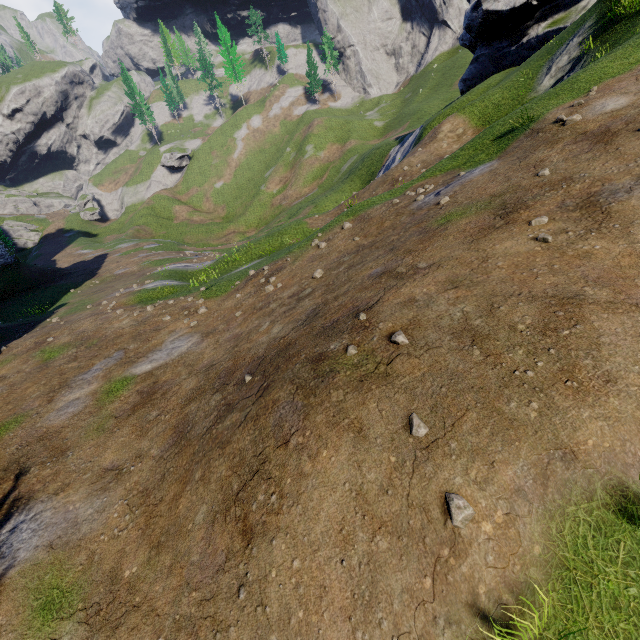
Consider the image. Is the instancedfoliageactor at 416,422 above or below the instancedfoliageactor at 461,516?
above

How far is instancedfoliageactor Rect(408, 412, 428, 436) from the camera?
3.3m

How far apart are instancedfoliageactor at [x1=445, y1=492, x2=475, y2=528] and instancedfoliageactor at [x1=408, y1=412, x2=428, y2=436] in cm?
55

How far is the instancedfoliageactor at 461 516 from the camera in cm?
282

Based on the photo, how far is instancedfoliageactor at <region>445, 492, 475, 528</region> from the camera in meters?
2.8

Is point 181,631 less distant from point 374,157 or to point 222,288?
point 222,288

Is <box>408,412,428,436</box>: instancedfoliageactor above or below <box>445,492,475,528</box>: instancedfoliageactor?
above
